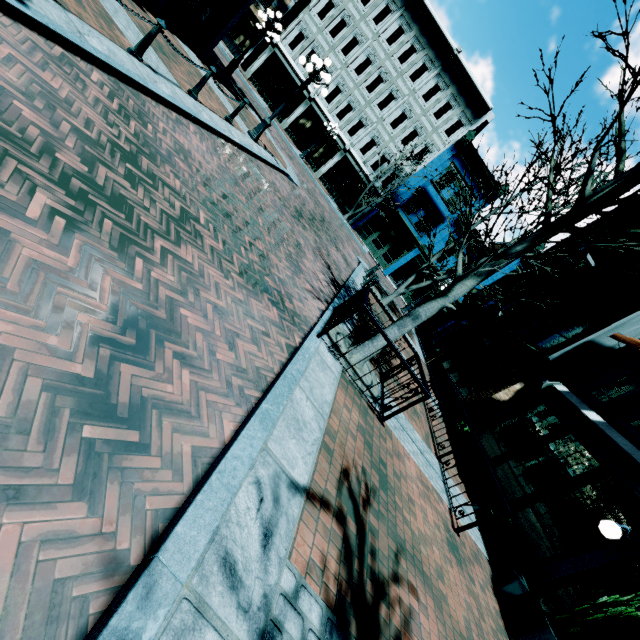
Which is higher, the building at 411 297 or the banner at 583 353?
the banner at 583 353

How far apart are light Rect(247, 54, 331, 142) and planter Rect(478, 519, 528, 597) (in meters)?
13.31

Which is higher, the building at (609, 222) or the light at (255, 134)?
the building at (609, 222)

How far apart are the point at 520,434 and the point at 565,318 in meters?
5.7

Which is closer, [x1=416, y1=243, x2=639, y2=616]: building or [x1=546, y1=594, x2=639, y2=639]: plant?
[x1=546, y1=594, x2=639, y2=639]: plant

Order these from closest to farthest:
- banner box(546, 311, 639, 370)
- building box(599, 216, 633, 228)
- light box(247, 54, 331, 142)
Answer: banner box(546, 311, 639, 370), light box(247, 54, 331, 142), building box(599, 216, 633, 228)

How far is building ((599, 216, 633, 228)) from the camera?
15.90m

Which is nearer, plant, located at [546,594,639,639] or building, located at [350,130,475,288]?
plant, located at [546,594,639,639]
